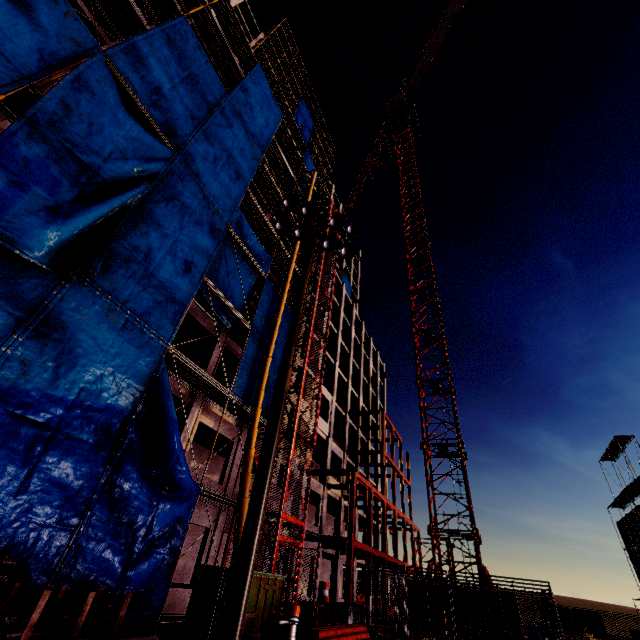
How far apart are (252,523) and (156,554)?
7.05m

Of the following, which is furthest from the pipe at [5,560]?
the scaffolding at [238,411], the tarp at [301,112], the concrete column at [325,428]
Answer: the tarp at [301,112]

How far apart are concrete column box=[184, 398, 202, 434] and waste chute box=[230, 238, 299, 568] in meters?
2.2

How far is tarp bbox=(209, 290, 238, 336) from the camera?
15.85m

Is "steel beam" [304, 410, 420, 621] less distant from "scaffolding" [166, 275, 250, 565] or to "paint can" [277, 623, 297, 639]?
"scaffolding" [166, 275, 250, 565]

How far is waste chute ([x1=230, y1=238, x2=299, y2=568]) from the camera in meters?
12.4

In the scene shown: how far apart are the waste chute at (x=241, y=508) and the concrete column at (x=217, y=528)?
2.19m
